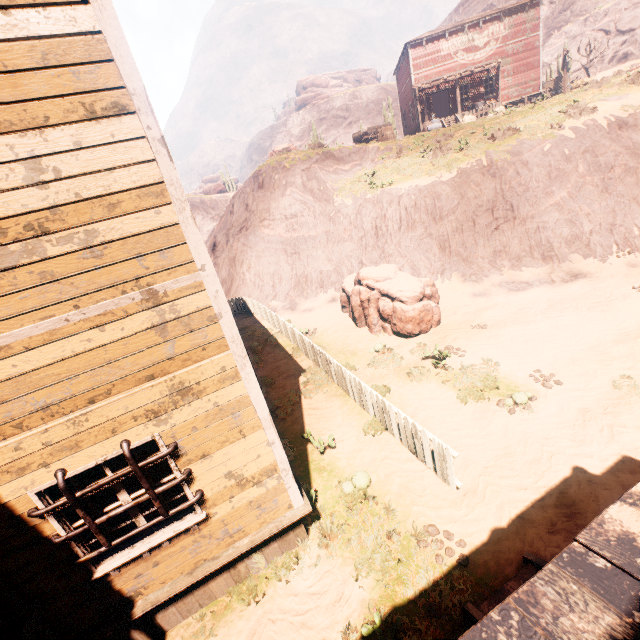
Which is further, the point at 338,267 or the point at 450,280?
the point at 338,267

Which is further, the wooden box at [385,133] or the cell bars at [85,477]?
the wooden box at [385,133]

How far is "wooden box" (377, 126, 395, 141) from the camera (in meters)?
24.77

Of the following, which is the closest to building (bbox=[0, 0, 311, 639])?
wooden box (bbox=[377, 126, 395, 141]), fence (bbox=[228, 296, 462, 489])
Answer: fence (bbox=[228, 296, 462, 489])

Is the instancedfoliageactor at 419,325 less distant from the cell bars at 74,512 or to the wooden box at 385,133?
the cell bars at 74,512

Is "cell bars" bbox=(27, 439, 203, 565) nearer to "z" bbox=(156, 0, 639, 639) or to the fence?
"z" bbox=(156, 0, 639, 639)

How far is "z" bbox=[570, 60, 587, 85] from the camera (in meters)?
33.34

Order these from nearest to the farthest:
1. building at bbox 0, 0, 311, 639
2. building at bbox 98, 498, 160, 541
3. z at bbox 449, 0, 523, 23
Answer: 1. building at bbox 0, 0, 311, 639
2. building at bbox 98, 498, 160, 541
3. z at bbox 449, 0, 523, 23
